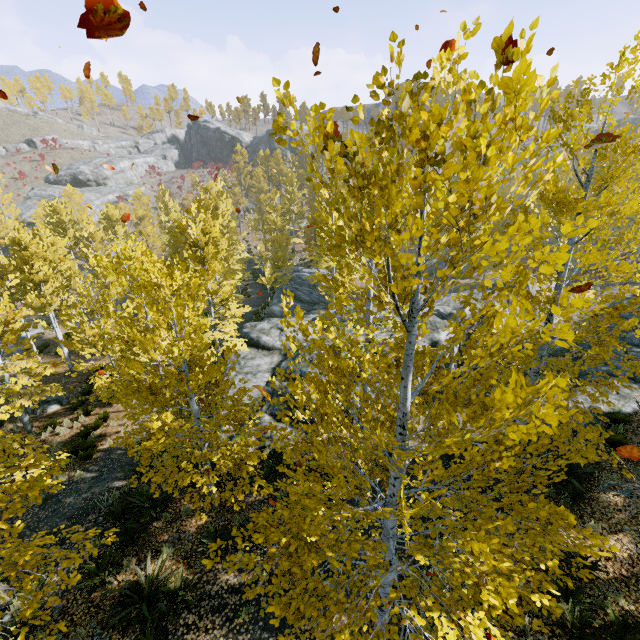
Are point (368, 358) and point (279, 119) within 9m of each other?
yes

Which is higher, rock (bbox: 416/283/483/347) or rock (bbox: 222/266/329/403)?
rock (bbox: 416/283/483/347)

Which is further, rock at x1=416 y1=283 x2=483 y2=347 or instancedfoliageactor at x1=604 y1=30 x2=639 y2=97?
rock at x1=416 y1=283 x2=483 y2=347

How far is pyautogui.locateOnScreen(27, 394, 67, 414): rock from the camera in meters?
17.0 m

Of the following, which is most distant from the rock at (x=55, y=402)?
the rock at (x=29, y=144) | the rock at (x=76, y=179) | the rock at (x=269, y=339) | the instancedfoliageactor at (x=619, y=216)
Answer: the rock at (x=29, y=144)

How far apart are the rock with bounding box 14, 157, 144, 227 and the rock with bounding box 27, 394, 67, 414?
50.12m

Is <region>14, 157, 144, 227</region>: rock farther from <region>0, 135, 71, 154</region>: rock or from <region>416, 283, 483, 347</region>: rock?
<region>416, 283, 483, 347</region>: rock

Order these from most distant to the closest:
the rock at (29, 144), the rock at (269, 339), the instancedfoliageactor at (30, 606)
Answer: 1. the rock at (29, 144)
2. the rock at (269, 339)
3. the instancedfoliageactor at (30, 606)
